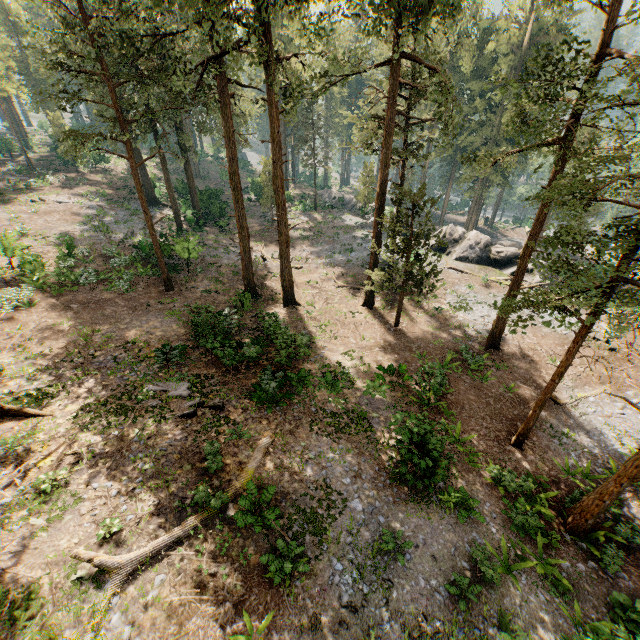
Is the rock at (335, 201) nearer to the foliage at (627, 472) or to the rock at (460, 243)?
the rock at (460, 243)

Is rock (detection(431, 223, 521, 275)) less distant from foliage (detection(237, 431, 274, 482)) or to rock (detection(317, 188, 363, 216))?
rock (detection(317, 188, 363, 216))

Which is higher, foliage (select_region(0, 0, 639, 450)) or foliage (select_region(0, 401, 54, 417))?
foliage (select_region(0, 0, 639, 450))

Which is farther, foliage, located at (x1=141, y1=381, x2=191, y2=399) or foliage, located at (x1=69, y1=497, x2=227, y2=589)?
foliage, located at (x1=141, y1=381, x2=191, y2=399)

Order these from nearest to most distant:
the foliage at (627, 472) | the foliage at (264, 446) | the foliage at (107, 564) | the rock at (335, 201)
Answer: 1. the foliage at (107, 564)
2. the foliage at (627, 472)
3. the foliage at (264, 446)
4. the rock at (335, 201)

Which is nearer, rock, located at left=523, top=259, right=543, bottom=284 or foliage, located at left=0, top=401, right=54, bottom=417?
foliage, located at left=0, top=401, right=54, bottom=417

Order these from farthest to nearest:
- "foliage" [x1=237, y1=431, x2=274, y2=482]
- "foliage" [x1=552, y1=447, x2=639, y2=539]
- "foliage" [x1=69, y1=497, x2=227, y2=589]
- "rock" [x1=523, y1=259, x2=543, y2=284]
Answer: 1. "rock" [x1=523, y1=259, x2=543, y2=284]
2. "foliage" [x1=237, y1=431, x2=274, y2=482]
3. "foliage" [x1=552, y1=447, x2=639, y2=539]
4. "foliage" [x1=69, y1=497, x2=227, y2=589]

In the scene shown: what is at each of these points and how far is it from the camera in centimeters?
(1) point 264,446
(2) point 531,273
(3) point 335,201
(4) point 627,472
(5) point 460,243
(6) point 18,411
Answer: (1) foliage, 1212cm
(2) rock, 3042cm
(3) rock, 5062cm
(4) foliage, 1025cm
(5) rock, 3409cm
(6) foliage, 1184cm
